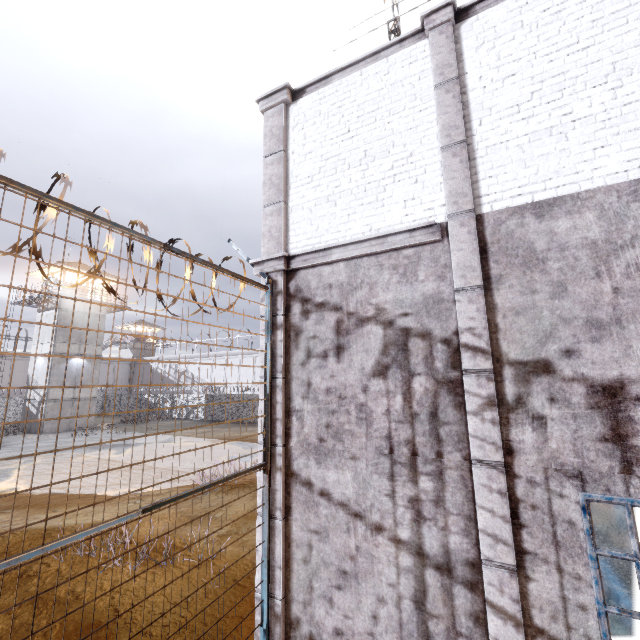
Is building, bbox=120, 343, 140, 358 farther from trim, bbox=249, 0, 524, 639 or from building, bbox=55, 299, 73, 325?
→ trim, bbox=249, 0, 524, 639

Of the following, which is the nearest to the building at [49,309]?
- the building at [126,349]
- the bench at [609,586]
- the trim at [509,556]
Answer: the building at [126,349]

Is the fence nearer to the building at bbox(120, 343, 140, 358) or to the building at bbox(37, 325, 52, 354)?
the building at bbox(37, 325, 52, 354)

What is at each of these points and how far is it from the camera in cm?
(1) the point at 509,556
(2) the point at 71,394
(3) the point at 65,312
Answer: (1) trim, 332
(2) building, 2897
(3) building, 2919

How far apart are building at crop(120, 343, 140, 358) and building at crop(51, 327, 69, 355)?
23.62m

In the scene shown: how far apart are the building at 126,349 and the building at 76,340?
23.6 meters

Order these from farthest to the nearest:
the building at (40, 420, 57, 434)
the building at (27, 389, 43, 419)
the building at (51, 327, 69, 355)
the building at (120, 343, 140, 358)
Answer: the building at (120, 343, 140, 358)
the building at (51, 327, 69, 355)
the building at (27, 389, 43, 419)
the building at (40, 420, 57, 434)

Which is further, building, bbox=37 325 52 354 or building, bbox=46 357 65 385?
building, bbox=37 325 52 354
